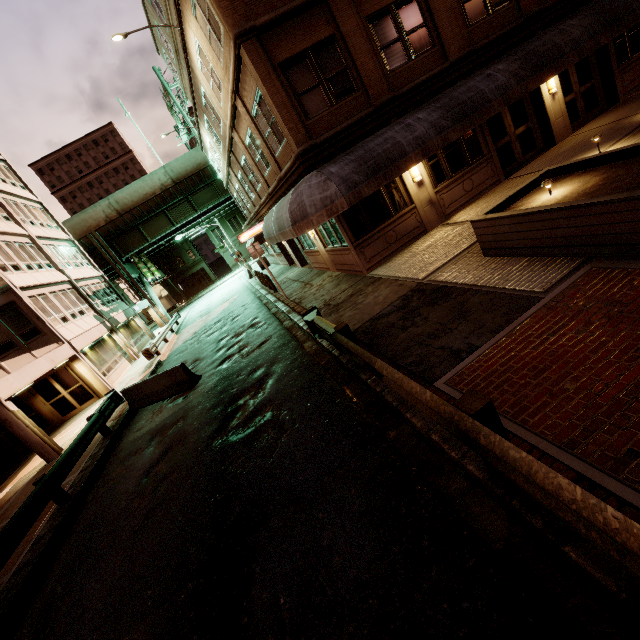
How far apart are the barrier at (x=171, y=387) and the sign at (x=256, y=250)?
5.4 meters

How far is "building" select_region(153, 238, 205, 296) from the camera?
57.8m

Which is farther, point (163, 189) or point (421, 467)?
point (163, 189)

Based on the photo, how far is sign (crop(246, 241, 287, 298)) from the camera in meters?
14.9 m

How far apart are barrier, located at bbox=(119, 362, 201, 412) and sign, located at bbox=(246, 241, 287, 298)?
5.4 meters

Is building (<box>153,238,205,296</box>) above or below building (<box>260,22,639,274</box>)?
above

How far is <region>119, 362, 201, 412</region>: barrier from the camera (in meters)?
11.91

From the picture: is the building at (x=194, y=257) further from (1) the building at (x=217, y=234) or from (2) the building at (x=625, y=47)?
(2) the building at (x=625, y=47)
